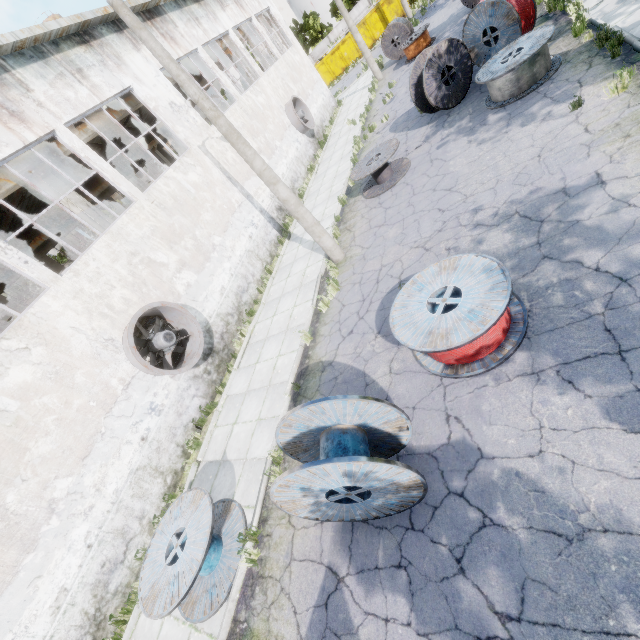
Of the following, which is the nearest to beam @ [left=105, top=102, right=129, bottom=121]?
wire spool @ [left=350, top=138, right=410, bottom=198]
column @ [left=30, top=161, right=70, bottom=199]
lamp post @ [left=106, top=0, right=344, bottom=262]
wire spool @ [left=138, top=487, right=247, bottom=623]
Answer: column @ [left=30, top=161, right=70, bottom=199]

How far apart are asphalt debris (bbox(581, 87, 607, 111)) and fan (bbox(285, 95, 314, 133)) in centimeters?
1604cm

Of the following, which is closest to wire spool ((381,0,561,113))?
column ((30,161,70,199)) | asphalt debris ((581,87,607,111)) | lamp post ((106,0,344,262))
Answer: asphalt debris ((581,87,607,111))

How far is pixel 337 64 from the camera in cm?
3672

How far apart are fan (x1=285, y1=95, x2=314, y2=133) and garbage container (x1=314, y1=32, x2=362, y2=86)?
21.7m

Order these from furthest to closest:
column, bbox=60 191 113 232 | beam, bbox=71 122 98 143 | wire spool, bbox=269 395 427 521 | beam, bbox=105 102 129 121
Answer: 1. beam, bbox=105 102 129 121
2. beam, bbox=71 122 98 143
3. column, bbox=60 191 113 232
4. wire spool, bbox=269 395 427 521

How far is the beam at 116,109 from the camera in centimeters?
1402cm

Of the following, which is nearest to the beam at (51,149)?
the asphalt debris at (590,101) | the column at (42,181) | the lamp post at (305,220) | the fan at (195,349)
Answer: the column at (42,181)
